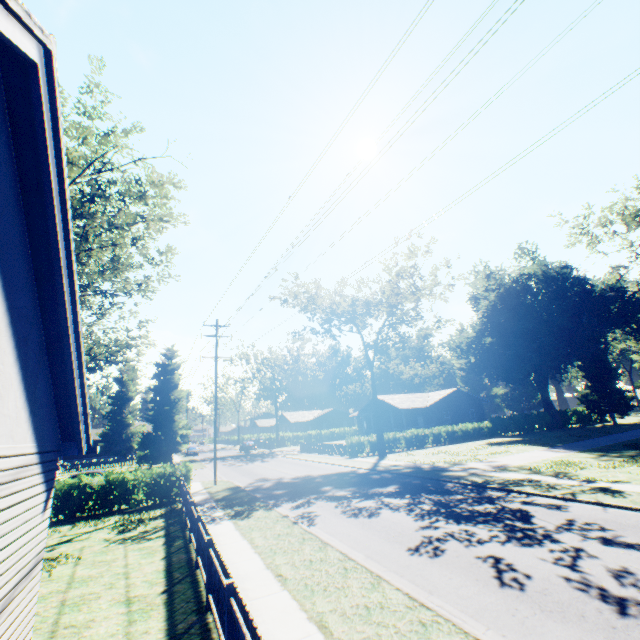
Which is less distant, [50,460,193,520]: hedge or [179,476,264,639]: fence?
[179,476,264,639]: fence

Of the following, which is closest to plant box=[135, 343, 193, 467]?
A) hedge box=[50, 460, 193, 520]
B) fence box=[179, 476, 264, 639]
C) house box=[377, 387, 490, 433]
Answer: hedge box=[50, 460, 193, 520]

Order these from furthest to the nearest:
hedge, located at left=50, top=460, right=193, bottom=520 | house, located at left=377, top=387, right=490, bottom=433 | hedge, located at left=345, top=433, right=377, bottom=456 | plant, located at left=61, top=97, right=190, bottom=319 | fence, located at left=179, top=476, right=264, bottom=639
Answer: house, located at left=377, top=387, right=490, bottom=433 < hedge, located at left=345, top=433, right=377, bottom=456 < plant, located at left=61, top=97, right=190, bottom=319 < hedge, located at left=50, top=460, right=193, bottom=520 < fence, located at left=179, top=476, right=264, bottom=639

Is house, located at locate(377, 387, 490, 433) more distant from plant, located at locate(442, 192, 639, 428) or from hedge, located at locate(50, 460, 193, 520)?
hedge, located at locate(50, 460, 193, 520)

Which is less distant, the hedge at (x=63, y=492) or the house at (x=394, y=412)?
the hedge at (x=63, y=492)

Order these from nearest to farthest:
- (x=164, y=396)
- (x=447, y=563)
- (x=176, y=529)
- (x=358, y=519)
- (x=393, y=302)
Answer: (x=447, y=563) < (x=358, y=519) < (x=176, y=529) < (x=393, y=302) < (x=164, y=396)

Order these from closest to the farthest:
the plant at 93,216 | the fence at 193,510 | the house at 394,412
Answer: the fence at 193,510 → the plant at 93,216 → the house at 394,412

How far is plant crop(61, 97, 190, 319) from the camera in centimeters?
1814cm
